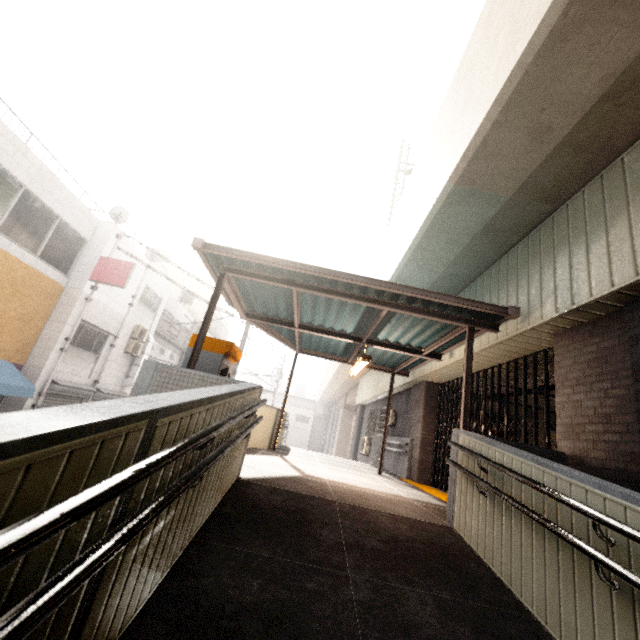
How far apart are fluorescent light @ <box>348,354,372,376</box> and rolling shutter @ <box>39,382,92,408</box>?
10.5m

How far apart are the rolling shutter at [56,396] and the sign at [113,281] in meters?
3.8

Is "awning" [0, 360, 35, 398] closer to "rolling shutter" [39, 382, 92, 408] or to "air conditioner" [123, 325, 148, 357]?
"rolling shutter" [39, 382, 92, 408]

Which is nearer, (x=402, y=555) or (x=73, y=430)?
(x=73, y=430)

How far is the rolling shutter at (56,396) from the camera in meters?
11.2

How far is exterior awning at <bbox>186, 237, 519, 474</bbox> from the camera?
5.24m

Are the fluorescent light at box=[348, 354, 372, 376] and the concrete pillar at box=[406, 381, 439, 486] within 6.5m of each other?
yes

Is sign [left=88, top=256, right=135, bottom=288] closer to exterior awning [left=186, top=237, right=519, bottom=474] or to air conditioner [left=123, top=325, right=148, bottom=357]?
air conditioner [left=123, top=325, right=148, bottom=357]
